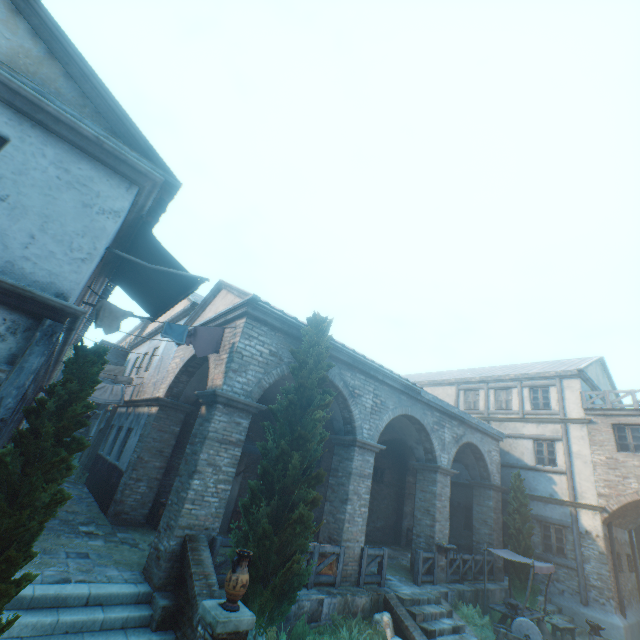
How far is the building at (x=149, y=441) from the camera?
7.16m

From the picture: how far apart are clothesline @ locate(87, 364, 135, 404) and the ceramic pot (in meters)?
12.23

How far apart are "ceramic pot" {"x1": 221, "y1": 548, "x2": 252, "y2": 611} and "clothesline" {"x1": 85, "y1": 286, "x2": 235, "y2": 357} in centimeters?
439cm

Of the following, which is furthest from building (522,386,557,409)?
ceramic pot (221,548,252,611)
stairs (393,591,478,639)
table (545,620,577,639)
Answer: table (545,620,577,639)

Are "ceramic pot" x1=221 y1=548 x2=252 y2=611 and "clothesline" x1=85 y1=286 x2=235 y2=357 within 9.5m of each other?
yes

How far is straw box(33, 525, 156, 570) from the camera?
7.2m

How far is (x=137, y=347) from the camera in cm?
2134

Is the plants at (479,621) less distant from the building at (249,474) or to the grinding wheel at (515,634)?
the grinding wheel at (515,634)
